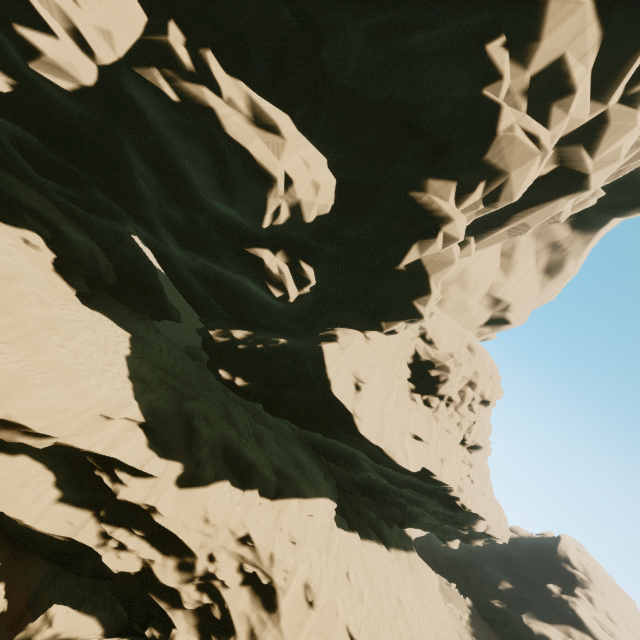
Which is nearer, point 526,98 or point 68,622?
point 68,622
